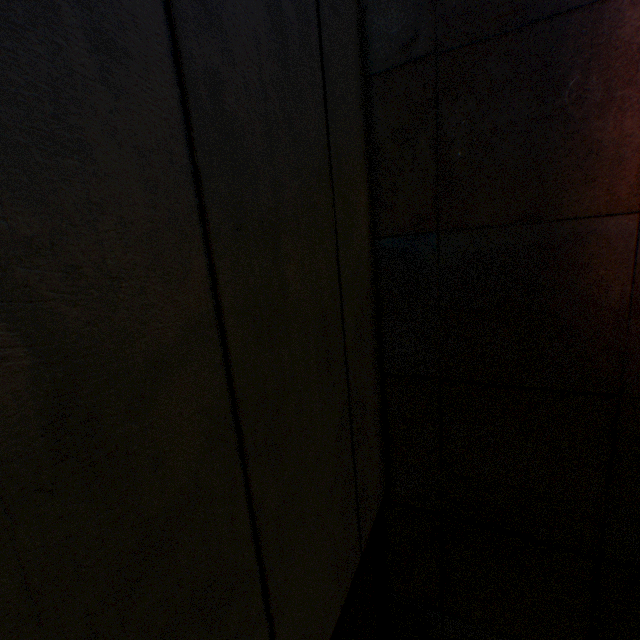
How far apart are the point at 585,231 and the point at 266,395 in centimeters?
192cm
